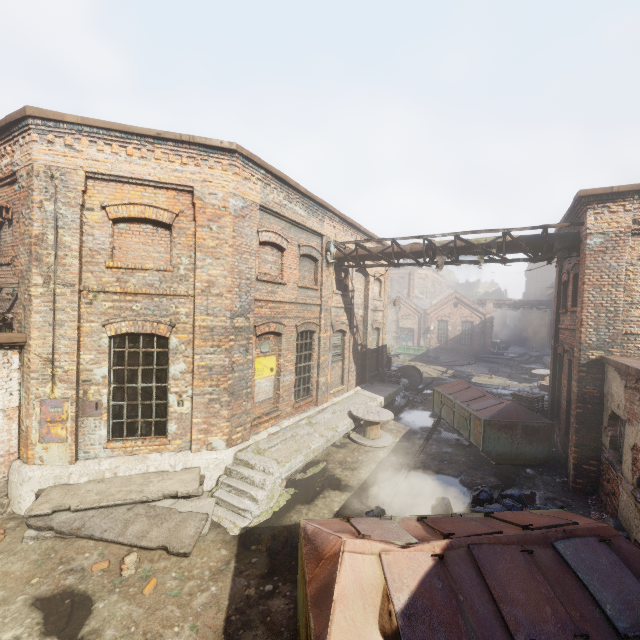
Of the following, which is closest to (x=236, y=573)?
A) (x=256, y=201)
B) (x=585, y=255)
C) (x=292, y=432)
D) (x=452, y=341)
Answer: (x=292, y=432)

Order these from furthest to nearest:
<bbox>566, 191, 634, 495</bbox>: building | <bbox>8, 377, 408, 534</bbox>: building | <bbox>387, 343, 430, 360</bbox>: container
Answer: <bbox>387, 343, 430, 360</bbox>: container → <bbox>566, 191, 634, 495</bbox>: building → <bbox>8, 377, 408, 534</bbox>: building

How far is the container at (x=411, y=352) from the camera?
32.7m

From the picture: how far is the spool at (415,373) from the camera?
18.98m

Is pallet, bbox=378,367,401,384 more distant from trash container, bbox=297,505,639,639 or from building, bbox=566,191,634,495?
trash container, bbox=297,505,639,639

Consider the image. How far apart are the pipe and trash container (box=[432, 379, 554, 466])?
4.40m

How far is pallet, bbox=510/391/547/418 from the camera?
13.1 meters

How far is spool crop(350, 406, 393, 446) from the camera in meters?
11.1
